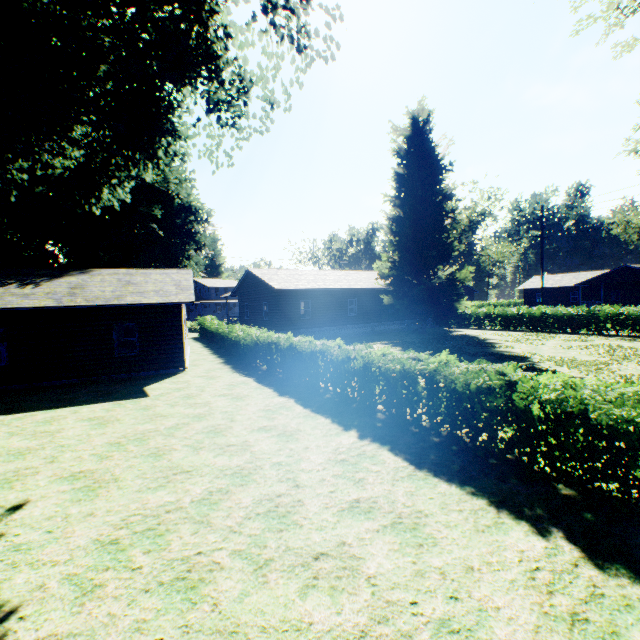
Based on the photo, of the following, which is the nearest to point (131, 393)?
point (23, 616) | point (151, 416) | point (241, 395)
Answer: point (151, 416)

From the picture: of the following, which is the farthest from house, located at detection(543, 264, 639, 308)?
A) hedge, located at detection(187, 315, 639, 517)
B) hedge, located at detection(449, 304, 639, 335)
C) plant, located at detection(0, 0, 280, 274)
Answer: hedge, located at detection(187, 315, 639, 517)

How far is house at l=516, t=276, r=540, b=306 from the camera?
55.2m

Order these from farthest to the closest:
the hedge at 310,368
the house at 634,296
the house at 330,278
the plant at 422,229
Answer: the house at 634,296 < the plant at 422,229 < the house at 330,278 < the hedge at 310,368

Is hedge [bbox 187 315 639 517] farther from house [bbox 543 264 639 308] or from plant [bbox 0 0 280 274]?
house [bbox 543 264 639 308]

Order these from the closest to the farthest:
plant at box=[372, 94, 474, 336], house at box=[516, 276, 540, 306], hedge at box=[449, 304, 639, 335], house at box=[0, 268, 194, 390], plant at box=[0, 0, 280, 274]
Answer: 1. plant at box=[0, 0, 280, 274]
2. house at box=[0, 268, 194, 390]
3. hedge at box=[449, 304, 639, 335]
4. plant at box=[372, 94, 474, 336]
5. house at box=[516, 276, 540, 306]

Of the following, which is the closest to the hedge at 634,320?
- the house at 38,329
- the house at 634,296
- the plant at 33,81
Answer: the plant at 33,81
